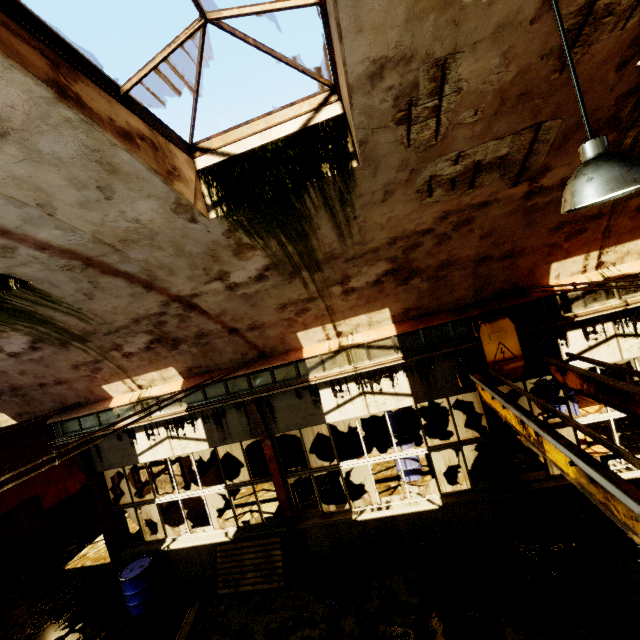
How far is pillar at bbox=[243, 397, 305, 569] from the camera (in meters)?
7.25

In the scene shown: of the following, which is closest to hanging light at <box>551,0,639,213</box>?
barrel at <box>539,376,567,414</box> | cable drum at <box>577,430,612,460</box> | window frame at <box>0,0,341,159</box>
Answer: window frame at <box>0,0,341,159</box>

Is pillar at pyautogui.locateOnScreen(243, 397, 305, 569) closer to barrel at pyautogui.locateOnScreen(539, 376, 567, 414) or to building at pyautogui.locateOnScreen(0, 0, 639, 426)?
building at pyautogui.locateOnScreen(0, 0, 639, 426)

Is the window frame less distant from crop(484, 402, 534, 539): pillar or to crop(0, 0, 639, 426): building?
crop(0, 0, 639, 426): building

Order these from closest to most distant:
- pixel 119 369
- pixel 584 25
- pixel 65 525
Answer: pixel 584 25, pixel 119 369, pixel 65 525

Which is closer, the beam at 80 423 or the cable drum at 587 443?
the beam at 80 423

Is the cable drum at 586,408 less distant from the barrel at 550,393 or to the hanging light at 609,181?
the barrel at 550,393

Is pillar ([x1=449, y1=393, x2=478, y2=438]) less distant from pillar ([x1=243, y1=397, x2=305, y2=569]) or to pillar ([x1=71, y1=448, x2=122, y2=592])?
pillar ([x1=243, y1=397, x2=305, y2=569])
